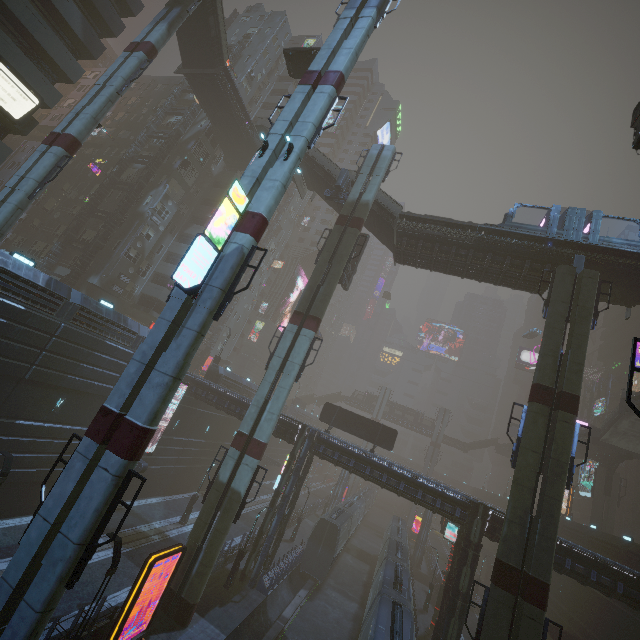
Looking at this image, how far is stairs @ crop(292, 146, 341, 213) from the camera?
30.1m

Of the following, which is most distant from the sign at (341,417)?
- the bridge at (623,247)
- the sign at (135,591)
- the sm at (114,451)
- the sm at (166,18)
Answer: the sm at (166,18)

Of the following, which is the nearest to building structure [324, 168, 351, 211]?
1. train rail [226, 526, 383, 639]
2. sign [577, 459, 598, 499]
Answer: train rail [226, 526, 383, 639]

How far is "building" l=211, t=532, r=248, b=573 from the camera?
23.72m

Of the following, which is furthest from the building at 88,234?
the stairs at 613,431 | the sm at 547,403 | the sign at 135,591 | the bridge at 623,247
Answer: the stairs at 613,431

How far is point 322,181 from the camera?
31.7 meters

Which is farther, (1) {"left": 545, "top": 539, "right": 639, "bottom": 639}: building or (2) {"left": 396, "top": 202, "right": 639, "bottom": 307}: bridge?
(2) {"left": 396, "top": 202, "right": 639, "bottom": 307}: bridge
